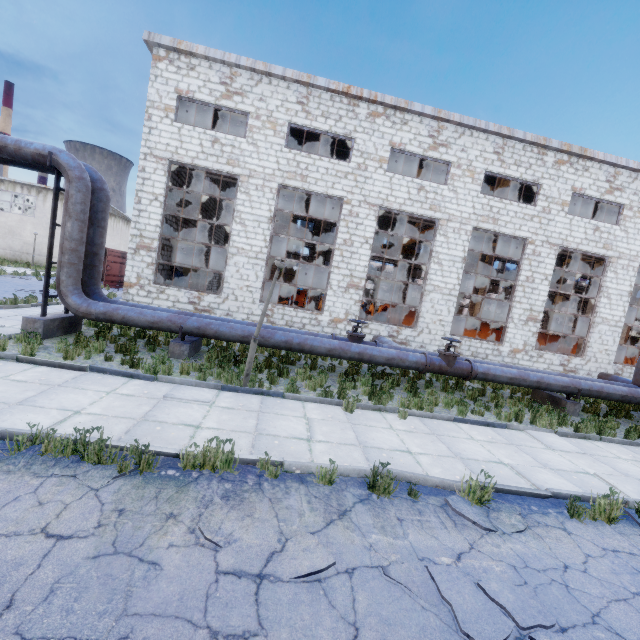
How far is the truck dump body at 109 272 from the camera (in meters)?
24.75

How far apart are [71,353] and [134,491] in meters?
5.7 m

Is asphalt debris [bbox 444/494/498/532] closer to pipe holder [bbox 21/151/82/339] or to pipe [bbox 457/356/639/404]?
pipe [bbox 457/356/639/404]

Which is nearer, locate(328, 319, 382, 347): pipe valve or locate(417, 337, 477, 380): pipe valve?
locate(417, 337, 477, 380): pipe valve

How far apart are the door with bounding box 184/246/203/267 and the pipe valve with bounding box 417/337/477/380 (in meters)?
18.54

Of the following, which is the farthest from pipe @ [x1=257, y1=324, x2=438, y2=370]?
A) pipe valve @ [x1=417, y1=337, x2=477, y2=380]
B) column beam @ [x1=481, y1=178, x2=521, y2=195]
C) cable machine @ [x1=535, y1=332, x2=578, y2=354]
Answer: cable machine @ [x1=535, y1=332, x2=578, y2=354]

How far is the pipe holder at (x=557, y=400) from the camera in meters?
11.2

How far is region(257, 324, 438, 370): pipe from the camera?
9.89m
